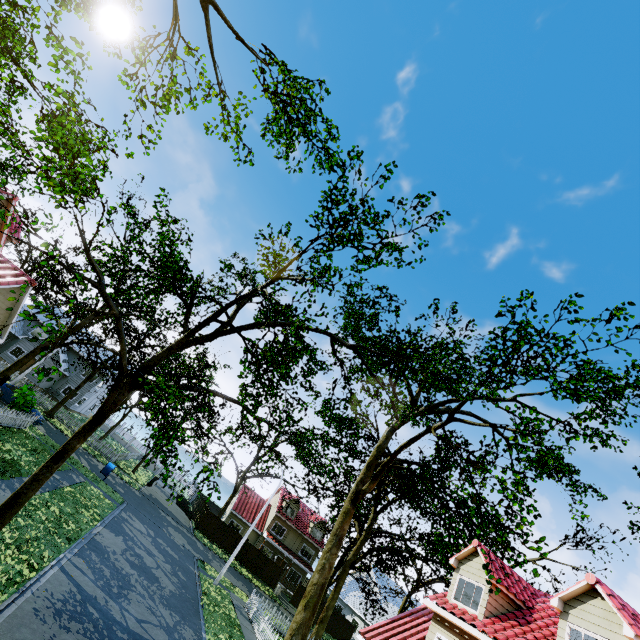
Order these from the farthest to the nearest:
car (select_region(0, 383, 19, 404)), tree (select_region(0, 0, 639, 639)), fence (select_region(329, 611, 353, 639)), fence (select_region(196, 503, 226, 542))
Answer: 1. fence (select_region(329, 611, 353, 639))
2. fence (select_region(196, 503, 226, 542))
3. car (select_region(0, 383, 19, 404))
4. tree (select_region(0, 0, 639, 639))

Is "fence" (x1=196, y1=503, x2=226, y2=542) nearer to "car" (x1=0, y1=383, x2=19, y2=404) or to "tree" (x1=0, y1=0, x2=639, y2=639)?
"tree" (x1=0, y1=0, x2=639, y2=639)

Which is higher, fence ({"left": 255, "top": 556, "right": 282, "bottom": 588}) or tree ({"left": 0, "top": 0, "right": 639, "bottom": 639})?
tree ({"left": 0, "top": 0, "right": 639, "bottom": 639})

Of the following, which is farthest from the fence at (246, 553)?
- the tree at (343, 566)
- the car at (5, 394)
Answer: the car at (5, 394)

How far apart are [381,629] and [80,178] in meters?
24.4 m

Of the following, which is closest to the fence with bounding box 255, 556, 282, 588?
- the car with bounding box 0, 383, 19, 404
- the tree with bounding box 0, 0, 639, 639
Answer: the tree with bounding box 0, 0, 639, 639

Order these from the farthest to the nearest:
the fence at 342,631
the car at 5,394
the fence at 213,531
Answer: the fence at 342,631
the fence at 213,531
the car at 5,394
